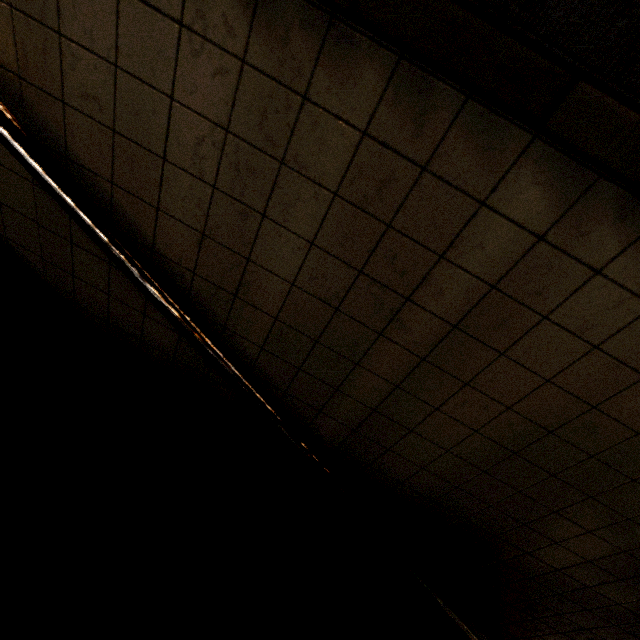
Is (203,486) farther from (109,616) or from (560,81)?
(560,81)
